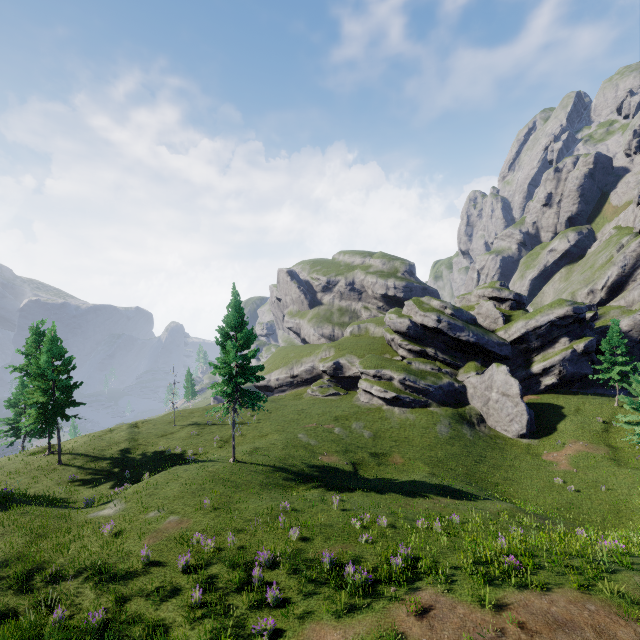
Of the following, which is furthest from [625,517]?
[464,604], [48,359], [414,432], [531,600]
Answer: [48,359]
